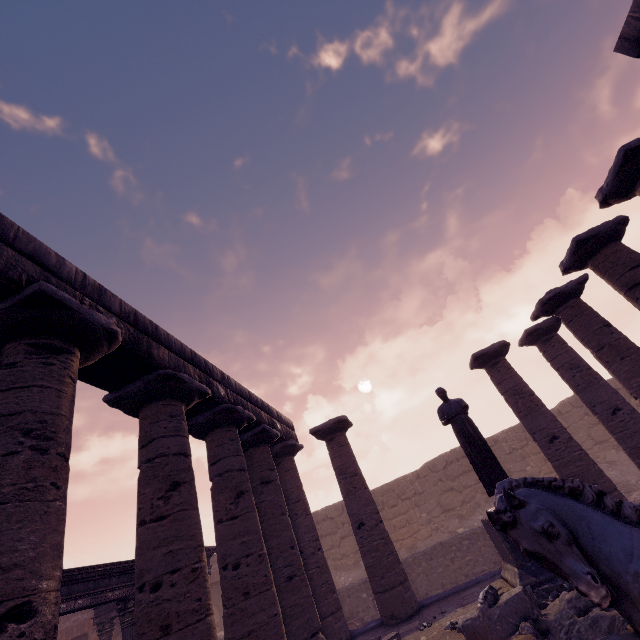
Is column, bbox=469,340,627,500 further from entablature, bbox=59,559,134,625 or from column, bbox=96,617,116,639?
column, bbox=96,617,116,639

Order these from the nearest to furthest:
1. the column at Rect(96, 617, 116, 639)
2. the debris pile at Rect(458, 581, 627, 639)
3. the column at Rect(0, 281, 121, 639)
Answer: the column at Rect(0, 281, 121, 639), the debris pile at Rect(458, 581, 627, 639), the column at Rect(96, 617, 116, 639)

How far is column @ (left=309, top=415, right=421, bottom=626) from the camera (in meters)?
8.52

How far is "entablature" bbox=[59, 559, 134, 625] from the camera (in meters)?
6.76

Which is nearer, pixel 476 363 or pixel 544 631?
pixel 544 631

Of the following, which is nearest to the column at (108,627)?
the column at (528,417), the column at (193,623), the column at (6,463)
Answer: the column at (193,623)

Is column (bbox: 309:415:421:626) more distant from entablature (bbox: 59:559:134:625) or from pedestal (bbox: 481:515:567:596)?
entablature (bbox: 59:559:134:625)

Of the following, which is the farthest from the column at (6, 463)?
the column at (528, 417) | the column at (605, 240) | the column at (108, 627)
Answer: the column at (108, 627)
